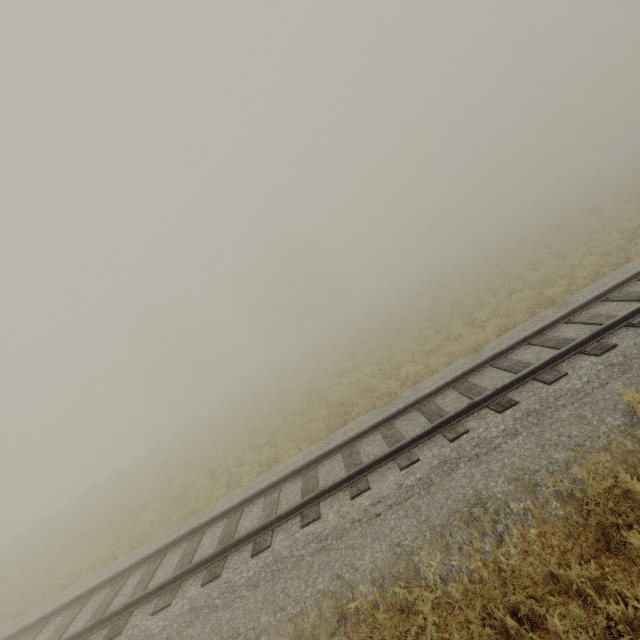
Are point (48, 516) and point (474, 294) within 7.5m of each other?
no
